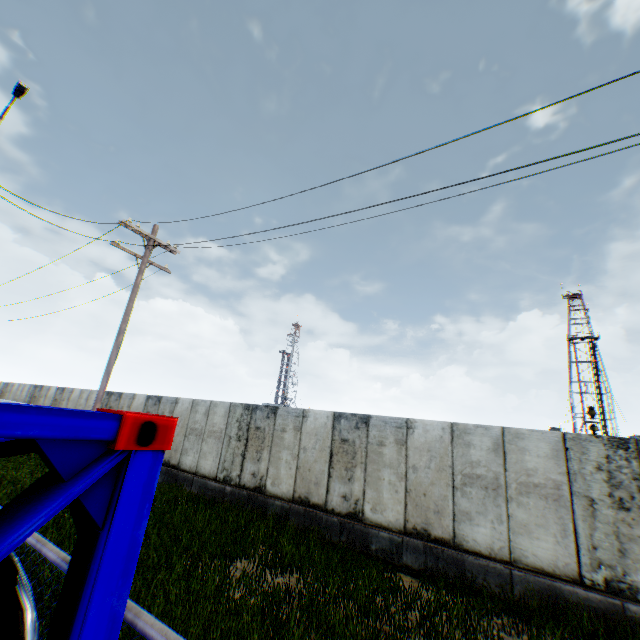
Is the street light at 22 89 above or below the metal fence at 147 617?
above

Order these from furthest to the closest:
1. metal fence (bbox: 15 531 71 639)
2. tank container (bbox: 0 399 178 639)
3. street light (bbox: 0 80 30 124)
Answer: street light (bbox: 0 80 30 124) → metal fence (bbox: 15 531 71 639) → tank container (bbox: 0 399 178 639)

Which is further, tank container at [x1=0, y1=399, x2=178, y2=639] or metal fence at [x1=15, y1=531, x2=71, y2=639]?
metal fence at [x1=15, y1=531, x2=71, y2=639]

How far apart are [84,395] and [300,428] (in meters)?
16.53

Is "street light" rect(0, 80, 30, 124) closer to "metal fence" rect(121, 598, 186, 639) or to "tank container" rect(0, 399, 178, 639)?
"metal fence" rect(121, 598, 186, 639)

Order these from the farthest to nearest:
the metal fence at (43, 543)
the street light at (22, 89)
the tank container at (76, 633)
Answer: the street light at (22, 89) < the metal fence at (43, 543) < the tank container at (76, 633)
